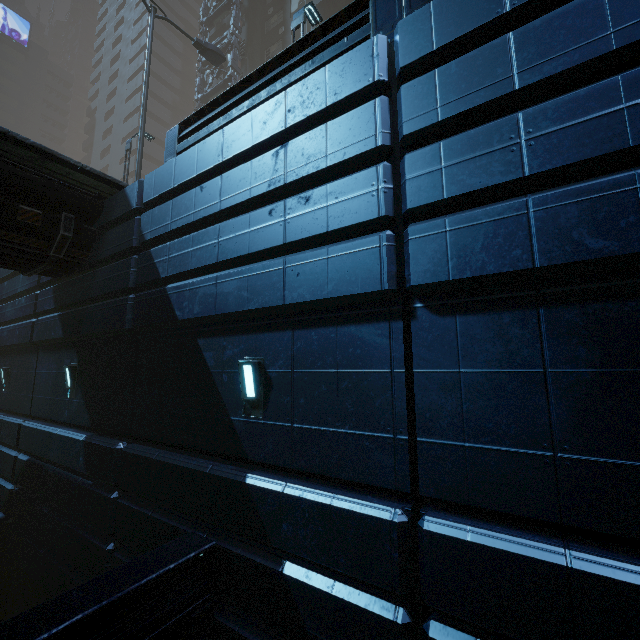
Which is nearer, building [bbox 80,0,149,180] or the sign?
building [bbox 80,0,149,180]

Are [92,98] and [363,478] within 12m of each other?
no

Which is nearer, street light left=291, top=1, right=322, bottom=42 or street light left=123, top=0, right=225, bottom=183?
street light left=291, top=1, right=322, bottom=42

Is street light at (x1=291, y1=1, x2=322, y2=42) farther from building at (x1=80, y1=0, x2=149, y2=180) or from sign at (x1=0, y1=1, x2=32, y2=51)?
sign at (x1=0, y1=1, x2=32, y2=51)

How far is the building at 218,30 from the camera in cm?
2923

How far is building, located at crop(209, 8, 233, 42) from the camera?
29.23m

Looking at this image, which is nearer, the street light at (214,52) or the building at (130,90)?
the street light at (214,52)

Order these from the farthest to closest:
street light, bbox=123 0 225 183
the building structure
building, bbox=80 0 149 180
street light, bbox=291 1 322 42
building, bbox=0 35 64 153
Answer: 1. building, bbox=0 35 64 153
2. building, bbox=80 0 149 180
3. the building structure
4. street light, bbox=123 0 225 183
5. street light, bbox=291 1 322 42
